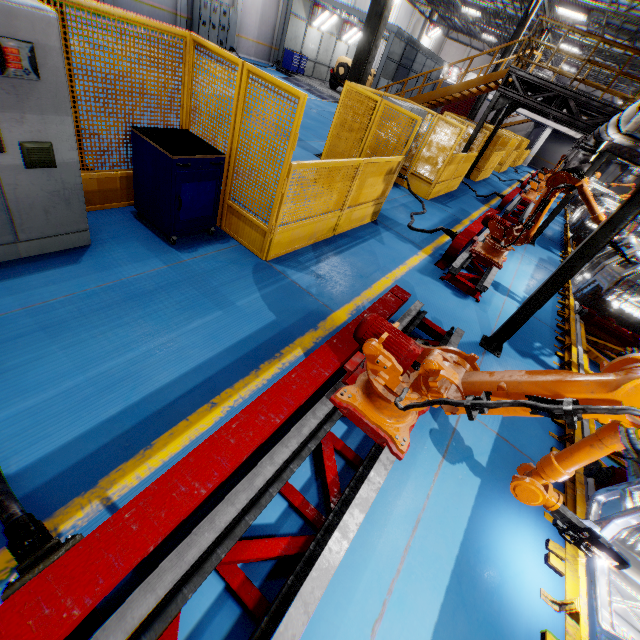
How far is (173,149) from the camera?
3.8 meters

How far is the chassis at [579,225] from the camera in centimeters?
1163cm

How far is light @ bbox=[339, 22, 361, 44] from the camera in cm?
2466

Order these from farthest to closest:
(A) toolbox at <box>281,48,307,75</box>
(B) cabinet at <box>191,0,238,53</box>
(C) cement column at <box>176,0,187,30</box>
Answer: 1. (A) toolbox at <box>281,48,307,75</box>
2. (B) cabinet at <box>191,0,238,53</box>
3. (C) cement column at <box>176,0,187,30</box>

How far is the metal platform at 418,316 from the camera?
4.4 meters

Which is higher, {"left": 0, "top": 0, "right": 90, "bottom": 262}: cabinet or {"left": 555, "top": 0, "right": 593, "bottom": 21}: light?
{"left": 555, "top": 0, "right": 593, "bottom": 21}: light

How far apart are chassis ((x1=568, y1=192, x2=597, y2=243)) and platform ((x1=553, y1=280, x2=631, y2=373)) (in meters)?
0.01

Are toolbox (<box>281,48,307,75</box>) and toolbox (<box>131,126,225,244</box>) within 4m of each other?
no
